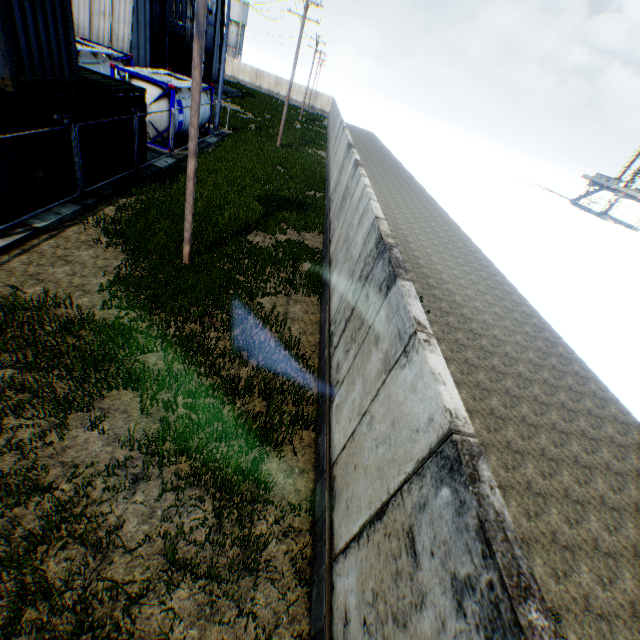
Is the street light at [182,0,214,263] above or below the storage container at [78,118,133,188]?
above

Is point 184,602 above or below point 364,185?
below

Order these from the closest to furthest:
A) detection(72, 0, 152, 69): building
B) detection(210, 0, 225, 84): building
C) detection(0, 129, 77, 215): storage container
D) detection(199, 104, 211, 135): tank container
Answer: detection(0, 129, 77, 215): storage container
detection(199, 104, 211, 135): tank container
detection(72, 0, 152, 69): building
detection(210, 0, 225, 84): building

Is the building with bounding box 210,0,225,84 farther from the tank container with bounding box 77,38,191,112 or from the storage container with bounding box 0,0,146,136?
the storage container with bounding box 0,0,146,136

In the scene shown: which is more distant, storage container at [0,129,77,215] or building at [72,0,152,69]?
building at [72,0,152,69]

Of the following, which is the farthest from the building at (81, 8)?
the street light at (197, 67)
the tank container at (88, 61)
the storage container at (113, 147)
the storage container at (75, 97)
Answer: the street light at (197, 67)

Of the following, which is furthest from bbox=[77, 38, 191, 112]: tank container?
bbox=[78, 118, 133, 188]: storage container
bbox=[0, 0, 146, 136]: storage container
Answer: bbox=[0, 0, 146, 136]: storage container

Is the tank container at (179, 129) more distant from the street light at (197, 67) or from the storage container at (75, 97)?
the street light at (197, 67)
